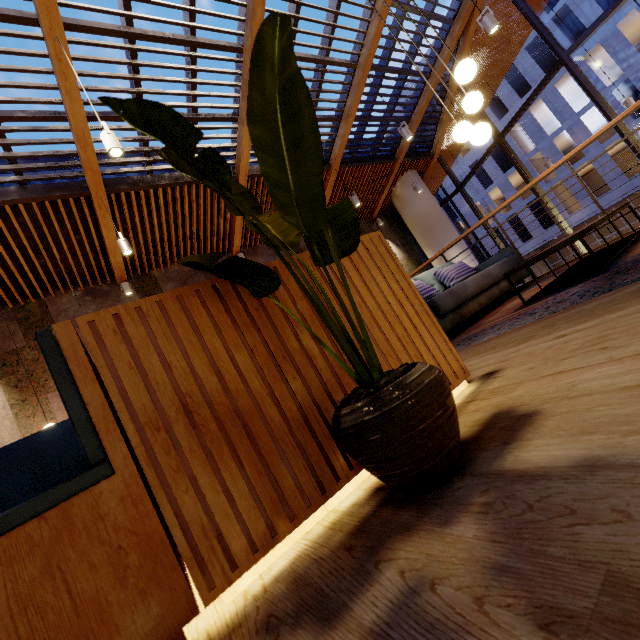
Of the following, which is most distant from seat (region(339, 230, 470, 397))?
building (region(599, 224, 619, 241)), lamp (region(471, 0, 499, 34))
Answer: building (region(599, 224, 619, 241))

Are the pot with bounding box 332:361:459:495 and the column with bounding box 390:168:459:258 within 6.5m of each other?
no

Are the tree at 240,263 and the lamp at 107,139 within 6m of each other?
yes

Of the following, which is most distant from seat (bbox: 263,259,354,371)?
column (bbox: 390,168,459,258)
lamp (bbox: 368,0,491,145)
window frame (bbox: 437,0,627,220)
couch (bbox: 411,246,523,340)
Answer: column (bbox: 390,168,459,258)

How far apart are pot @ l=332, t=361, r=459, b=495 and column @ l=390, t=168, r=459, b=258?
10.20m

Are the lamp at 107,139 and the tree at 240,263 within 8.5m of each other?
yes

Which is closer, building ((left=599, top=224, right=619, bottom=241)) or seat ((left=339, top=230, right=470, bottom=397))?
seat ((left=339, top=230, right=470, bottom=397))

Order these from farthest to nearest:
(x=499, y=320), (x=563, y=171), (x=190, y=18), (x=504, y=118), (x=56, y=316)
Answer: (x=504, y=118)
(x=563, y=171)
(x=56, y=316)
(x=190, y=18)
(x=499, y=320)
